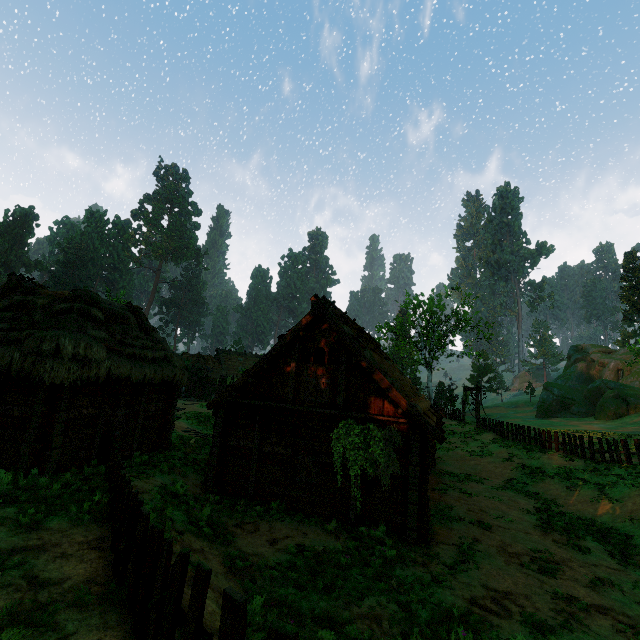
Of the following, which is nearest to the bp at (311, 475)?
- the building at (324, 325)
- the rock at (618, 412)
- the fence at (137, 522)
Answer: the building at (324, 325)

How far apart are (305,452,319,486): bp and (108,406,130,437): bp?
7.3 meters

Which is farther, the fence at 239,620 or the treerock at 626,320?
Answer: the treerock at 626,320

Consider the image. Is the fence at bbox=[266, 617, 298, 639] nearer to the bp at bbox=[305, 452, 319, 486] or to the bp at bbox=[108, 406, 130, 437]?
the bp at bbox=[108, 406, 130, 437]

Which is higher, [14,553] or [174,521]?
[14,553]

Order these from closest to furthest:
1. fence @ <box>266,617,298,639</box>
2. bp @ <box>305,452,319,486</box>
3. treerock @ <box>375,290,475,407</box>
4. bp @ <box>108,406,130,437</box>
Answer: fence @ <box>266,617,298,639</box>, bp @ <box>305,452,319,486</box>, bp @ <box>108,406,130,437</box>, treerock @ <box>375,290,475,407</box>

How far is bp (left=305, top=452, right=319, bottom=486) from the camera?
11.64m

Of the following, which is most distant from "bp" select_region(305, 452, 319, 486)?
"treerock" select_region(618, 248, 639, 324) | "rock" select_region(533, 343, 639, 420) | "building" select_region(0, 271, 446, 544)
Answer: "rock" select_region(533, 343, 639, 420)
